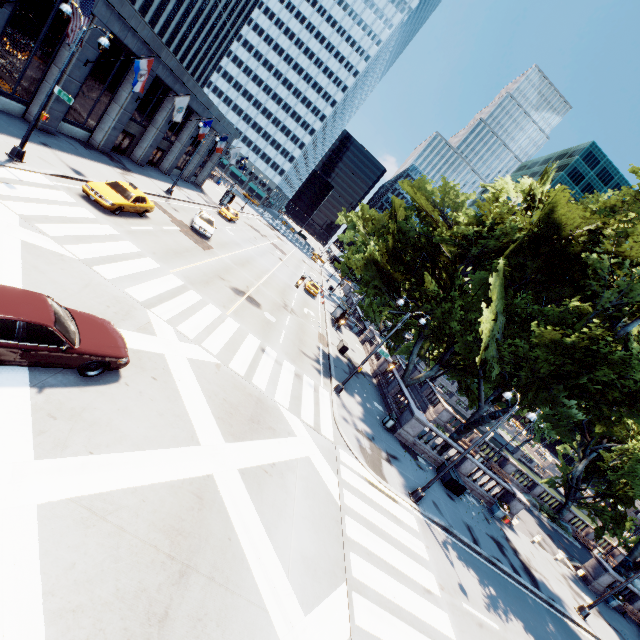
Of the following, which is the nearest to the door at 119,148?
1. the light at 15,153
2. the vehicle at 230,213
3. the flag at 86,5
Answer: the vehicle at 230,213

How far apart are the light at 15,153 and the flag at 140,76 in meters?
6.4 m

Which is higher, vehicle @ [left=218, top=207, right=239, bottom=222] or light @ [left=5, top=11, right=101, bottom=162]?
vehicle @ [left=218, top=207, right=239, bottom=222]

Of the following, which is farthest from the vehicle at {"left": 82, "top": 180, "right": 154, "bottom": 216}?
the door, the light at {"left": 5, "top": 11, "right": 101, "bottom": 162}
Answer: the door

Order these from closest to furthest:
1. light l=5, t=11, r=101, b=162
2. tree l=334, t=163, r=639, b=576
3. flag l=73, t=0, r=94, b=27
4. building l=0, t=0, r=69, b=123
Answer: light l=5, t=11, r=101, b=162 → flag l=73, t=0, r=94, b=27 → building l=0, t=0, r=69, b=123 → tree l=334, t=163, r=639, b=576

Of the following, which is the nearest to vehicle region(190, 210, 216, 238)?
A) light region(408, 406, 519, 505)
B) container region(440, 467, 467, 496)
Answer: light region(408, 406, 519, 505)

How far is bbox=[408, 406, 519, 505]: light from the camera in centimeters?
1520cm

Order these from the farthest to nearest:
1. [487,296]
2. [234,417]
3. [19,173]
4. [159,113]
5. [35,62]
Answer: [159,113]
[487,296]
[35,62]
[19,173]
[234,417]
